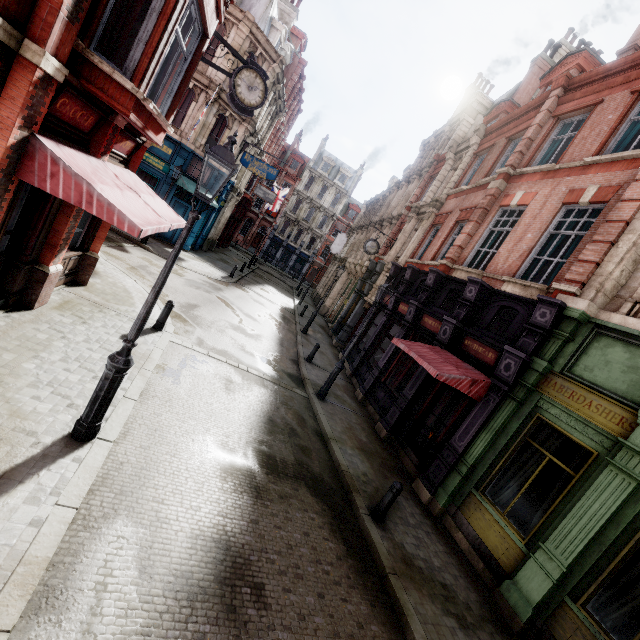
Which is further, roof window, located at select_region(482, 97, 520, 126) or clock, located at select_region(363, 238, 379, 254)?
clock, located at select_region(363, 238, 379, 254)

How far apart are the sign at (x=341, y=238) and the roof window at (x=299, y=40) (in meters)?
15.77

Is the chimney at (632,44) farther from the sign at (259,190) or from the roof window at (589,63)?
the sign at (259,190)

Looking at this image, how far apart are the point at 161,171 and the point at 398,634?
23.19m

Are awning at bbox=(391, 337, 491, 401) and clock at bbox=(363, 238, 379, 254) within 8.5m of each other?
no

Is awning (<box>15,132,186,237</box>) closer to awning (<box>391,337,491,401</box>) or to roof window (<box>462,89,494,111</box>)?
awning (<box>391,337,491,401</box>)

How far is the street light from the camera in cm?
409

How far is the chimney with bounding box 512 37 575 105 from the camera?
20.5 meters
